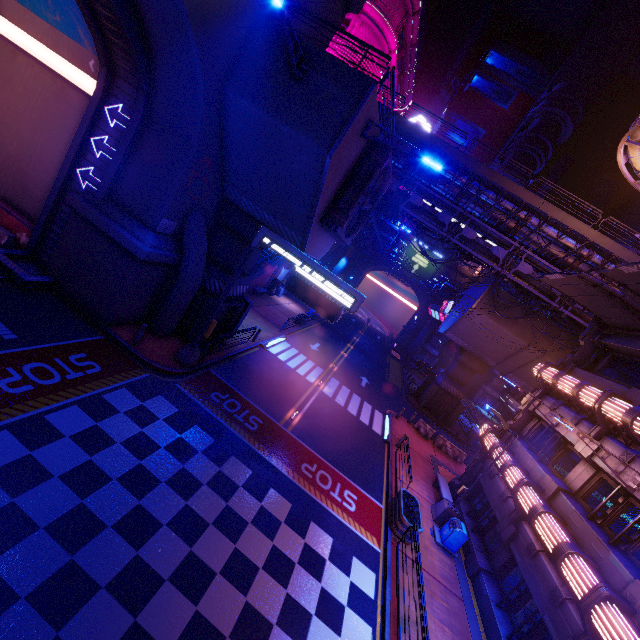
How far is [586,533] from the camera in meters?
10.5

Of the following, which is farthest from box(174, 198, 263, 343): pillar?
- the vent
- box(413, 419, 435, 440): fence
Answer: box(413, 419, 435, 440): fence

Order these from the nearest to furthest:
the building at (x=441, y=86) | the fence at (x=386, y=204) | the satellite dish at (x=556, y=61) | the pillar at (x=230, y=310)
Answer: the pillar at (x=230, y=310) → the fence at (x=386, y=204) → the building at (x=441, y=86) → the satellite dish at (x=556, y=61)

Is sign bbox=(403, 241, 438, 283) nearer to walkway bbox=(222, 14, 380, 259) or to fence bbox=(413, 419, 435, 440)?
walkway bbox=(222, 14, 380, 259)

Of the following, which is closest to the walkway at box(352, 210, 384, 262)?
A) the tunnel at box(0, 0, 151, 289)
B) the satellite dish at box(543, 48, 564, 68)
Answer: the tunnel at box(0, 0, 151, 289)

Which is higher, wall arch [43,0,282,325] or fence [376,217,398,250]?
fence [376,217,398,250]

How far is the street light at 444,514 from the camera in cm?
1530

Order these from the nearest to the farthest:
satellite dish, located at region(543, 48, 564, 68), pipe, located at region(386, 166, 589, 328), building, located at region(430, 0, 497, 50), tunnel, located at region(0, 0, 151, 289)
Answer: tunnel, located at region(0, 0, 151, 289), pipe, located at region(386, 166, 589, 328), building, located at region(430, 0, 497, 50), satellite dish, located at region(543, 48, 564, 68)
